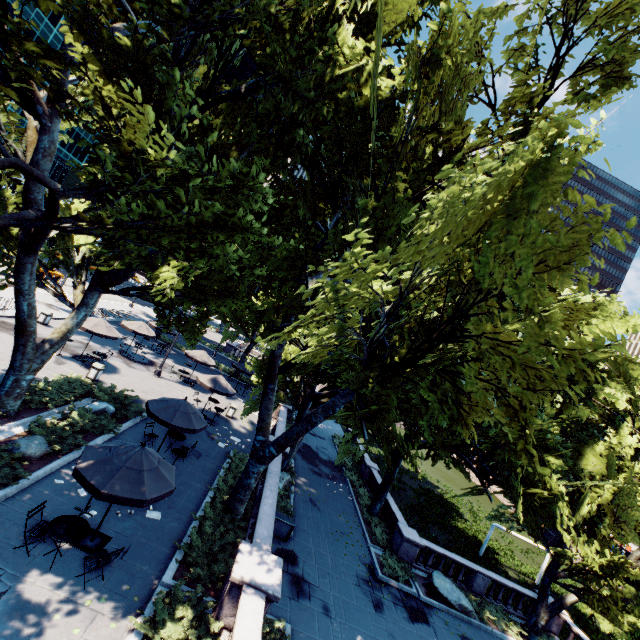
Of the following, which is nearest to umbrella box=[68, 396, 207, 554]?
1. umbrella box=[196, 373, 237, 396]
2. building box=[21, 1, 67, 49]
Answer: umbrella box=[196, 373, 237, 396]

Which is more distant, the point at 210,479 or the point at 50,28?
the point at 50,28

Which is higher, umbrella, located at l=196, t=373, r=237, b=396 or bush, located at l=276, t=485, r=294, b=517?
umbrella, located at l=196, t=373, r=237, b=396

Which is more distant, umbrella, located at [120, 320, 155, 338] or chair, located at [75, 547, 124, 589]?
umbrella, located at [120, 320, 155, 338]

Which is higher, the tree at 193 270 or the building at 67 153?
the building at 67 153

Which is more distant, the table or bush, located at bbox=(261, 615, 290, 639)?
bush, located at bbox=(261, 615, 290, 639)

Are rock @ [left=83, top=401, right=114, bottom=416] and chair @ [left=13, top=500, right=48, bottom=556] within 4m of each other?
no

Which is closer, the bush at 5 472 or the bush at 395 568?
the bush at 5 472
